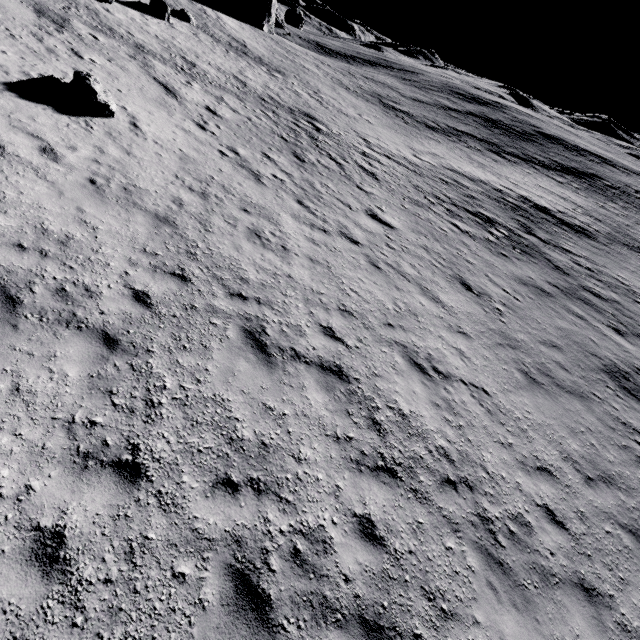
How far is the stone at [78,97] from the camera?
10.41m

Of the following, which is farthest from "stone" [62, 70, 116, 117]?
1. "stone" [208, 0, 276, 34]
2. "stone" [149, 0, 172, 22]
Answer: "stone" [208, 0, 276, 34]

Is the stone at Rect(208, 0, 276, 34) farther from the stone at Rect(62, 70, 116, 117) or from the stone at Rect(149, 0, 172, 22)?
the stone at Rect(62, 70, 116, 117)

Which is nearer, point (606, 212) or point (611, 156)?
point (606, 212)

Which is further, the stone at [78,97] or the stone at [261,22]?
the stone at [261,22]

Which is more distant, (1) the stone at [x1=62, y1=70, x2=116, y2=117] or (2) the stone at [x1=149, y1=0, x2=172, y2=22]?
(2) the stone at [x1=149, y1=0, x2=172, y2=22]
